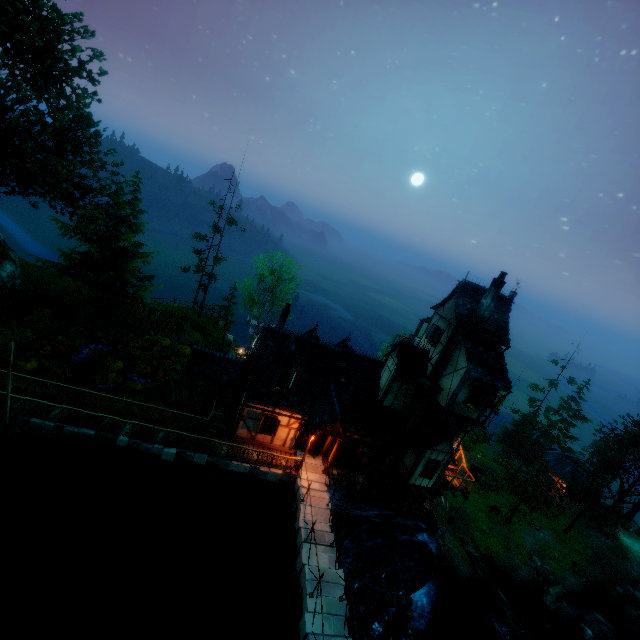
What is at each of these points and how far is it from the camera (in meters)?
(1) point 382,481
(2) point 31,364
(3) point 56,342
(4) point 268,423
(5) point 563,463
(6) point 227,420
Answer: (1) tower, 21.80
(2) pumpkin, 19.77
(3) pumpkin, 22.27
(4) window, 19.81
(5) building, 41.38
(6) wooden platform, 21.23

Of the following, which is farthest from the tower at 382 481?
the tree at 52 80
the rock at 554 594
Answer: the rock at 554 594

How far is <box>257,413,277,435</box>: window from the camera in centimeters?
1965cm

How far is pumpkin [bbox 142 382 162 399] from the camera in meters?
21.5 m

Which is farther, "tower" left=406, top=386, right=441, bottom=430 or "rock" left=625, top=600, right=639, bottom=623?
"rock" left=625, top=600, right=639, bottom=623

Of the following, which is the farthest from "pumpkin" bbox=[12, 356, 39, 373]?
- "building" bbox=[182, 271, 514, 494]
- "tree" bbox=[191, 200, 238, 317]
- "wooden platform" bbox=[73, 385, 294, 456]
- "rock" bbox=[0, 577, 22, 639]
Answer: "tree" bbox=[191, 200, 238, 317]

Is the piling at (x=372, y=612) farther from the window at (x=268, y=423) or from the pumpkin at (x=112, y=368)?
the pumpkin at (x=112, y=368)

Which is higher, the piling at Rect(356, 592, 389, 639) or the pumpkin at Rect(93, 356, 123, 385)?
the pumpkin at Rect(93, 356, 123, 385)
